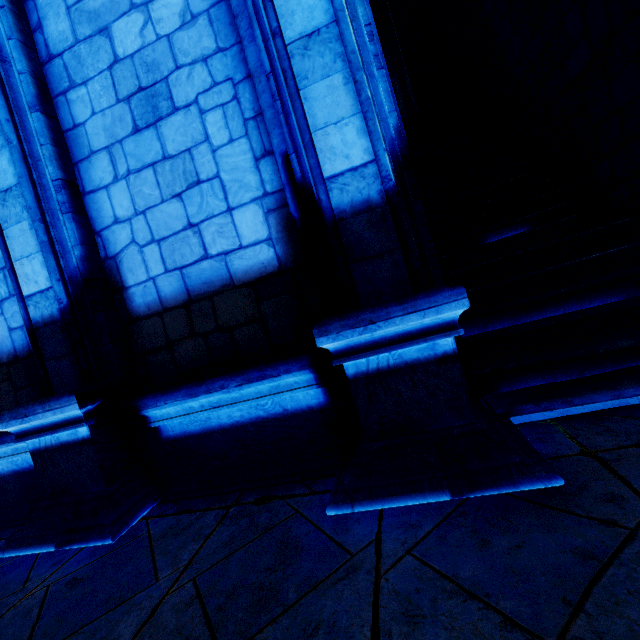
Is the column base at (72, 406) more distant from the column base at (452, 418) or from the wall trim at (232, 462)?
the column base at (452, 418)

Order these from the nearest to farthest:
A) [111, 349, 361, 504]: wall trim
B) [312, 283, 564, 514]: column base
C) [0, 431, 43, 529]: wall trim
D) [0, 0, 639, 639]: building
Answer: [0, 0, 639, 639]: building
[312, 283, 564, 514]: column base
[111, 349, 361, 504]: wall trim
[0, 431, 43, 529]: wall trim

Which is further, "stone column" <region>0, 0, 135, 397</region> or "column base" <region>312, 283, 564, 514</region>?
"stone column" <region>0, 0, 135, 397</region>

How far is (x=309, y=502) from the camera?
2.3m

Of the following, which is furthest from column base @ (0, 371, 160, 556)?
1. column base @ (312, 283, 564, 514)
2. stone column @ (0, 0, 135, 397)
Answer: column base @ (312, 283, 564, 514)

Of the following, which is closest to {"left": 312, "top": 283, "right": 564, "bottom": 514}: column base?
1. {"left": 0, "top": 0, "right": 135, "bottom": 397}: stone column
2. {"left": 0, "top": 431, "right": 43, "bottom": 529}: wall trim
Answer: {"left": 0, "top": 0, "right": 135, "bottom": 397}: stone column

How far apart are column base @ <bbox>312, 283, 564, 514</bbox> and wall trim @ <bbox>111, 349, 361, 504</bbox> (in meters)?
0.02

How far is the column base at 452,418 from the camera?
1.9m
